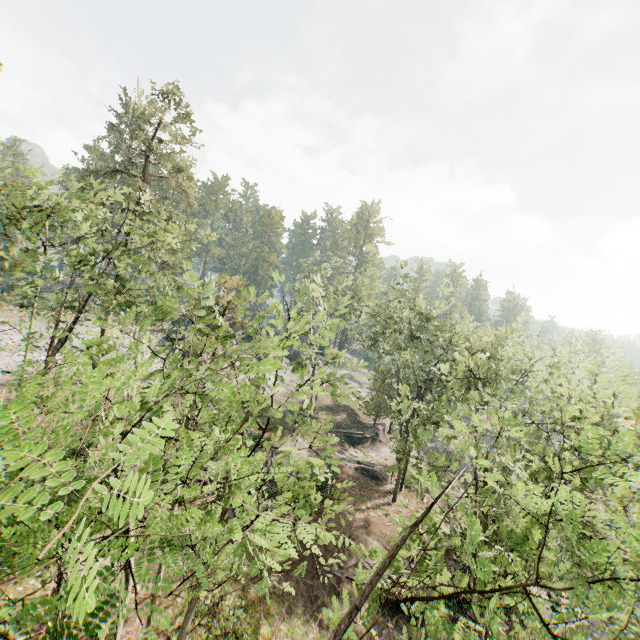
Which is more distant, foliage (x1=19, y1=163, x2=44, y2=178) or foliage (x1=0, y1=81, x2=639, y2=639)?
foliage (x1=19, y1=163, x2=44, y2=178)

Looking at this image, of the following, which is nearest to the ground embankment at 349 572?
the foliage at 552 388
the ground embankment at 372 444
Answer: the foliage at 552 388

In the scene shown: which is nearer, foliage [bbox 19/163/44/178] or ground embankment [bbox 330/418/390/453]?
foliage [bbox 19/163/44/178]

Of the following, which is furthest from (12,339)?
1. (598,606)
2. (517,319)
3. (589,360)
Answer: (589,360)

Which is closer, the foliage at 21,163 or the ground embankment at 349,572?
the foliage at 21,163

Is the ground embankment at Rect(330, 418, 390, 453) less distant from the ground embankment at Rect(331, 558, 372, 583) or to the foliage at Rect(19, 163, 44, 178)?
the foliage at Rect(19, 163, 44, 178)
